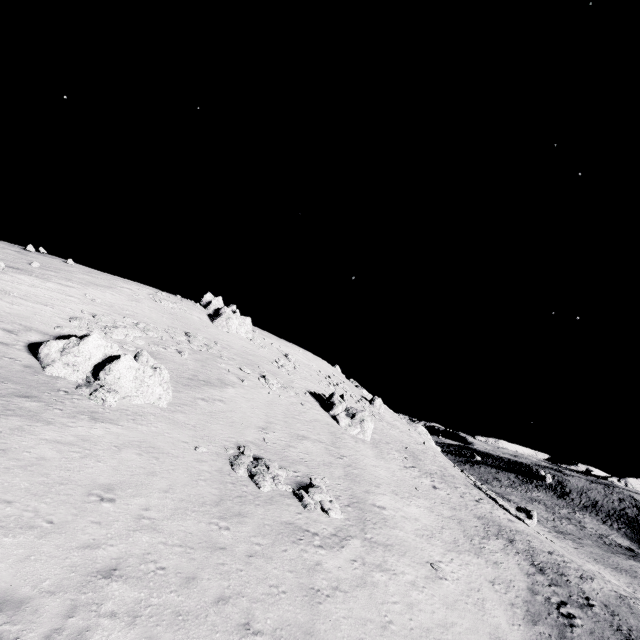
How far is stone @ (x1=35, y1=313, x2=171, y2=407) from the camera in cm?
1711

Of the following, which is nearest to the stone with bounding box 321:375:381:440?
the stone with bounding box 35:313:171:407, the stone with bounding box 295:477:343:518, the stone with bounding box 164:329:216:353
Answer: the stone with bounding box 164:329:216:353

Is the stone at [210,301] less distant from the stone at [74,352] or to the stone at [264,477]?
the stone at [74,352]

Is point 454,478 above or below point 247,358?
below

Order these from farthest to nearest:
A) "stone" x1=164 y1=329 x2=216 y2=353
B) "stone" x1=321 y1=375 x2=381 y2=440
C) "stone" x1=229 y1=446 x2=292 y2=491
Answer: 1. "stone" x1=321 y1=375 x2=381 y2=440
2. "stone" x1=164 y1=329 x2=216 y2=353
3. "stone" x1=229 y1=446 x2=292 y2=491

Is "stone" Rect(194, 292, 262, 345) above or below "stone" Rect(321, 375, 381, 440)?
above

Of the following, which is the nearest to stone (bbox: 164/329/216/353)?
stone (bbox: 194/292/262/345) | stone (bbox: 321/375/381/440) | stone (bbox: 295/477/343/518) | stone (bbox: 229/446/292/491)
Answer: stone (bbox: 194/292/262/345)

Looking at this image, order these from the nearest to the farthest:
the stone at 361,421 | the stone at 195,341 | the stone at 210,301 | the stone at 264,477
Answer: the stone at 264,477 < the stone at 195,341 < the stone at 361,421 < the stone at 210,301
